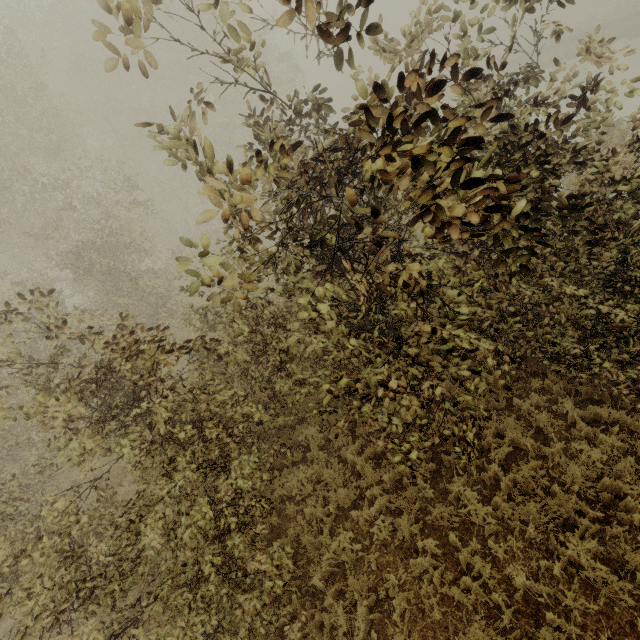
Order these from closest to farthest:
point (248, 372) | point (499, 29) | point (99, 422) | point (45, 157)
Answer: point (99, 422)
point (248, 372)
point (45, 157)
point (499, 29)
